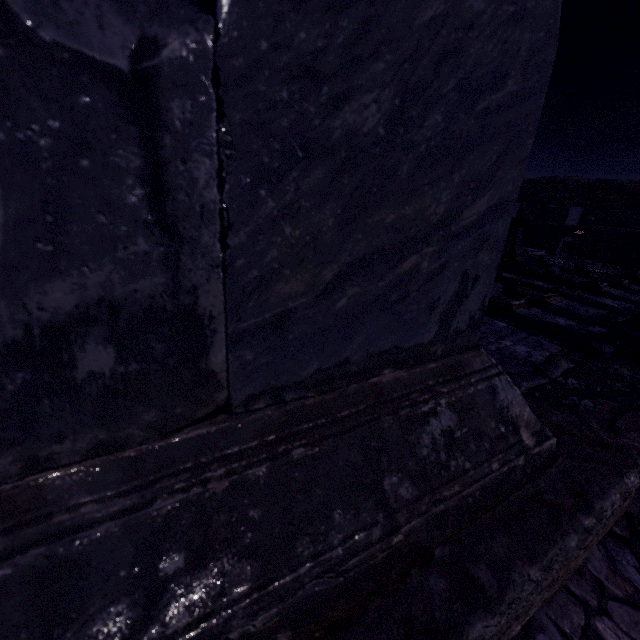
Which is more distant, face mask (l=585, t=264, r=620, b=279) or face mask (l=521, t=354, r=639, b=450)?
face mask (l=585, t=264, r=620, b=279)

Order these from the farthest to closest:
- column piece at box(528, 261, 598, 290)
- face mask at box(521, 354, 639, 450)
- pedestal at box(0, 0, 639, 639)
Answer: column piece at box(528, 261, 598, 290)
face mask at box(521, 354, 639, 450)
pedestal at box(0, 0, 639, 639)

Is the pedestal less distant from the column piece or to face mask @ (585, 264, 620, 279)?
the column piece

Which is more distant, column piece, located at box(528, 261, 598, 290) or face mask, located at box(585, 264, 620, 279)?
face mask, located at box(585, 264, 620, 279)

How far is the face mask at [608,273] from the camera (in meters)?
14.68

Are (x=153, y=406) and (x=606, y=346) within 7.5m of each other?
no

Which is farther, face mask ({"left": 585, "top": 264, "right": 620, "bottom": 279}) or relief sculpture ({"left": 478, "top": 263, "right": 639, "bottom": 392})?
face mask ({"left": 585, "top": 264, "right": 620, "bottom": 279})

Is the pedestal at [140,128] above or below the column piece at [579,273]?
above
